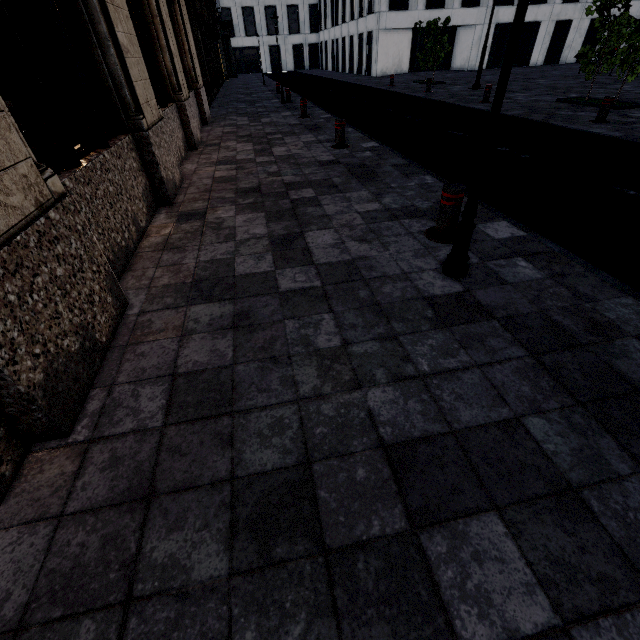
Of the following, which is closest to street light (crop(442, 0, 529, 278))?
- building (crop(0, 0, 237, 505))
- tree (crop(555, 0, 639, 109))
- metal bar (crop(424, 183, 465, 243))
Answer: metal bar (crop(424, 183, 465, 243))

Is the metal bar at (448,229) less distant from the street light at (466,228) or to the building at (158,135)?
the street light at (466,228)

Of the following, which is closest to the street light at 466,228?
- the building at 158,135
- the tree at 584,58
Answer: the building at 158,135

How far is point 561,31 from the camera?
27.97m

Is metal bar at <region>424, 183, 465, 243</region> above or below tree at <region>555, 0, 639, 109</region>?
below

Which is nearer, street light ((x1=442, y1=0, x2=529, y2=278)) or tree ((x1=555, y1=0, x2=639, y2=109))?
street light ((x1=442, y1=0, x2=529, y2=278))

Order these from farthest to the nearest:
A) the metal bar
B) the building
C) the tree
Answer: the tree → the metal bar → the building

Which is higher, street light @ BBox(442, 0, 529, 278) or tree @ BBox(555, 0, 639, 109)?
tree @ BBox(555, 0, 639, 109)
